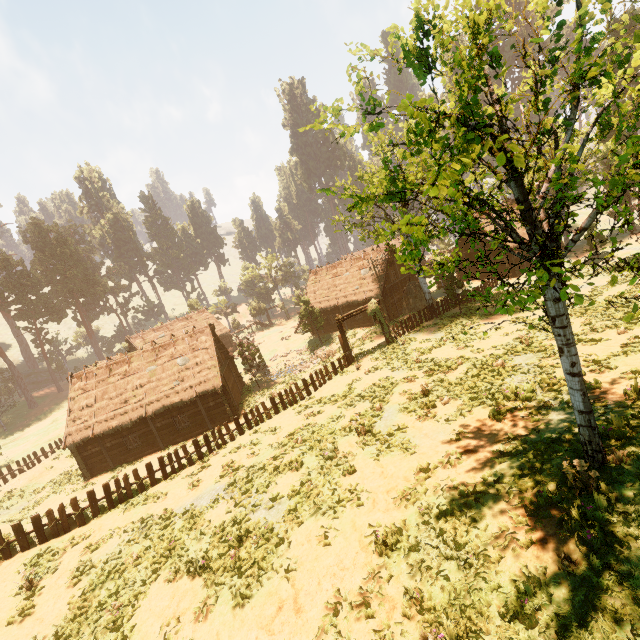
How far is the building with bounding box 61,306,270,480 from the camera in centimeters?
2498cm

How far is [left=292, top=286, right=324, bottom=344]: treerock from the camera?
37.7m

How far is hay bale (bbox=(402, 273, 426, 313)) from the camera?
32.3m

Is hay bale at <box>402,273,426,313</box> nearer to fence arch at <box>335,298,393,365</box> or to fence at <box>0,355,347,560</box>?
fence arch at <box>335,298,393,365</box>

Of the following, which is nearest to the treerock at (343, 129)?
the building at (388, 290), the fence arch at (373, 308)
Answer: the building at (388, 290)

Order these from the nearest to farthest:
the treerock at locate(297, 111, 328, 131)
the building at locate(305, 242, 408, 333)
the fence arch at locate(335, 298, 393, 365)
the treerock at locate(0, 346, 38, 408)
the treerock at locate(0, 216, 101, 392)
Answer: the treerock at locate(297, 111, 328, 131) < the fence arch at locate(335, 298, 393, 365) < the building at locate(305, 242, 408, 333) < the treerock at locate(0, 346, 38, 408) < the treerock at locate(0, 216, 101, 392)

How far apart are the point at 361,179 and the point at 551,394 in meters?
23.0

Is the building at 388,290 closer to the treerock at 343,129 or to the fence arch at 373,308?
the treerock at 343,129
